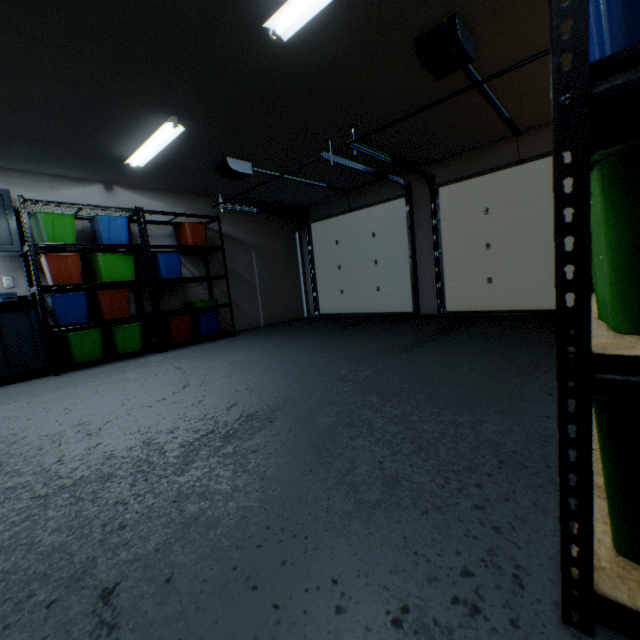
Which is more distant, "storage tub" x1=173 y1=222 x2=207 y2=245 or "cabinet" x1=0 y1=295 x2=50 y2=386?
"storage tub" x1=173 y1=222 x2=207 y2=245

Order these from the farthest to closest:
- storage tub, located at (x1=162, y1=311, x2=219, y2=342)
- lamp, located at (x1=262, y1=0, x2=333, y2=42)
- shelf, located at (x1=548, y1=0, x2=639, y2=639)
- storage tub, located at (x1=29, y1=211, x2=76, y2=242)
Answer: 1. storage tub, located at (x1=162, y1=311, x2=219, y2=342)
2. storage tub, located at (x1=29, y1=211, x2=76, y2=242)
3. lamp, located at (x1=262, y1=0, x2=333, y2=42)
4. shelf, located at (x1=548, y1=0, x2=639, y2=639)

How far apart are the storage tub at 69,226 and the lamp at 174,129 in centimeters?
88cm

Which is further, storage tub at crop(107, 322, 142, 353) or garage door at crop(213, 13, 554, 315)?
storage tub at crop(107, 322, 142, 353)

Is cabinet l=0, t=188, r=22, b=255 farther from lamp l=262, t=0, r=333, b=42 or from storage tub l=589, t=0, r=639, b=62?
storage tub l=589, t=0, r=639, b=62

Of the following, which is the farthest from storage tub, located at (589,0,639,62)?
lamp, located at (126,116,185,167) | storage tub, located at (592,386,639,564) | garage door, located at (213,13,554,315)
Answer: lamp, located at (126,116,185,167)

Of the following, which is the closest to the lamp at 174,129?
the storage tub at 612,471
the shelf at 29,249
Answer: the shelf at 29,249

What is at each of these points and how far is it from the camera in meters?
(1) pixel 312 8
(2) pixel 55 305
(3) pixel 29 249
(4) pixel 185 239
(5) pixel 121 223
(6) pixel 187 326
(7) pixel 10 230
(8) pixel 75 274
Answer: (1) lamp, 2.0
(2) storage tub, 3.7
(3) shelf, 3.5
(4) storage tub, 5.0
(5) storage tub, 4.2
(6) storage tub, 4.8
(7) cabinet, 3.6
(8) storage tub, 3.8
